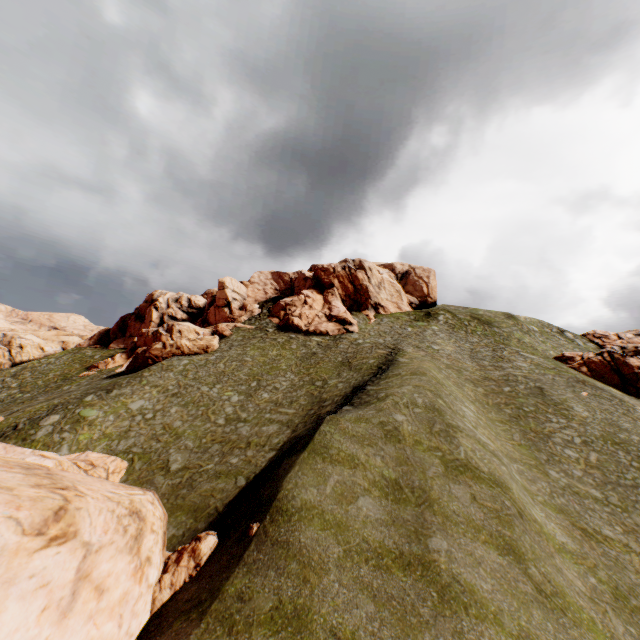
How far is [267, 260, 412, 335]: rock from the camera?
49.88m

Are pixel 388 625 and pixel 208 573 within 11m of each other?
yes

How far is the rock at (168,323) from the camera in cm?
4025

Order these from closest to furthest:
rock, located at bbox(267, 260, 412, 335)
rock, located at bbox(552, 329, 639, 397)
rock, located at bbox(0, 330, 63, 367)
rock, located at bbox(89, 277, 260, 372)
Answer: rock, located at bbox(552, 329, 639, 397) < rock, located at bbox(89, 277, 260, 372) < rock, located at bbox(267, 260, 412, 335) < rock, located at bbox(0, 330, 63, 367)

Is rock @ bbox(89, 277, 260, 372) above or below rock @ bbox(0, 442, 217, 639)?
above

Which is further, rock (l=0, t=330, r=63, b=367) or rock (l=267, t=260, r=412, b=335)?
rock (l=0, t=330, r=63, b=367)
